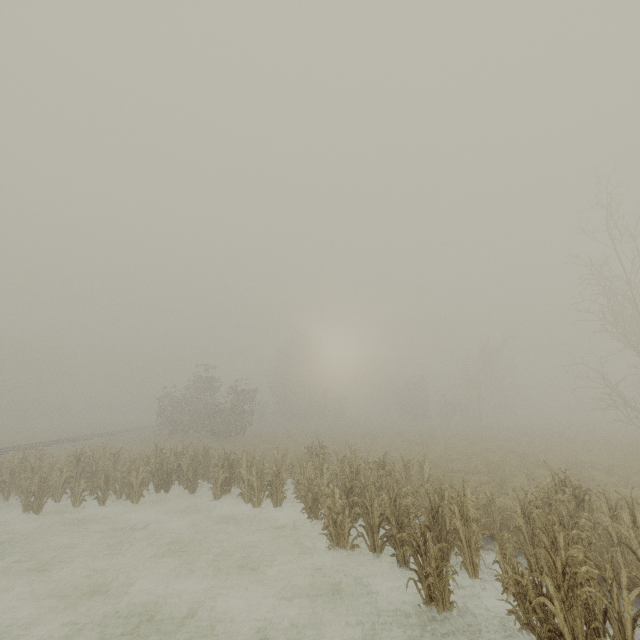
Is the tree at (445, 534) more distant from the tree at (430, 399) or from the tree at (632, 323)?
the tree at (430, 399)

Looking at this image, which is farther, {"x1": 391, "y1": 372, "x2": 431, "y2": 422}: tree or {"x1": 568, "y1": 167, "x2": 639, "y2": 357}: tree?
{"x1": 391, "y1": 372, "x2": 431, "y2": 422}: tree

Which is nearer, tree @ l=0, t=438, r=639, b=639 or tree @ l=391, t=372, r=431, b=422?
tree @ l=0, t=438, r=639, b=639

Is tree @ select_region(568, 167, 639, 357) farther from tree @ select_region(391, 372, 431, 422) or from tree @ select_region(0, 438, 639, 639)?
tree @ select_region(391, 372, 431, 422)

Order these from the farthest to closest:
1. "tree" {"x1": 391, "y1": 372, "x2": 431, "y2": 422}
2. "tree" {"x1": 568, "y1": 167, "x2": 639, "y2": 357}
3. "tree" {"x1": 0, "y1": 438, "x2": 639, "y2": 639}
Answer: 1. "tree" {"x1": 391, "y1": 372, "x2": 431, "y2": 422}
2. "tree" {"x1": 568, "y1": 167, "x2": 639, "y2": 357}
3. "tree" {"x1": 0, "y1": 438, "x2": 639, "y2": 639}

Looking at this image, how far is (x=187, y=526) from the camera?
10.9m

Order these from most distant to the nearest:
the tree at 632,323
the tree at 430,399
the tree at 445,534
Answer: the tree at 430,399
the tree at 632,323
the tree at 445,534
